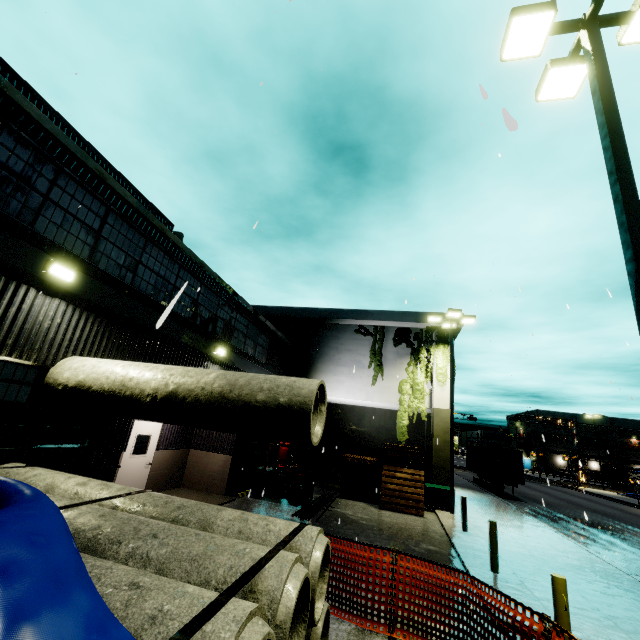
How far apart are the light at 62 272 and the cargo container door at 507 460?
29.1 meters

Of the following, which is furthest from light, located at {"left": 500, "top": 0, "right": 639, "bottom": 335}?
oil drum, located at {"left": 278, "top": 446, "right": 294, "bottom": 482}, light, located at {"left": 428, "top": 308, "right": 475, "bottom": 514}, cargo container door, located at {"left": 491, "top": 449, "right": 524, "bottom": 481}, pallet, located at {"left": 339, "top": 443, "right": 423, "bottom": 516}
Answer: cargo container door, located at {"left": 491, "top": 449, "right": 524, "bottom": 481}

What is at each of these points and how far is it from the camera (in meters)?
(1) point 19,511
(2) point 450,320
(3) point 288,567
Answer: (1) tarp, 1.93
(2) light, 18.02
(3) concrete pipe stack, 3.00

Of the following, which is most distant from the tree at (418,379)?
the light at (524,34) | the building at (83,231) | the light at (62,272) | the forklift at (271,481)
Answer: the forklift at (271,481)

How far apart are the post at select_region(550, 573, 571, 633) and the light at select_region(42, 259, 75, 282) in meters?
10.2

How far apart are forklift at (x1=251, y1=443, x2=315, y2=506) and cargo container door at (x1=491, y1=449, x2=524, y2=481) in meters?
18.2 m

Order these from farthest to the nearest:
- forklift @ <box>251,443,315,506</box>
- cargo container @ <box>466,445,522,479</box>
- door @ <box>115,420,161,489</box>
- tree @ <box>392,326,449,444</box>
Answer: cargo container @ <box>466,445,522,479</box>
tree @ <box>392,326,449,444</box>
forklift @ <box>251,443,315,506</box>
door @ <box>115,420,161,489</box>

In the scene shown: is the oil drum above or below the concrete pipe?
below
